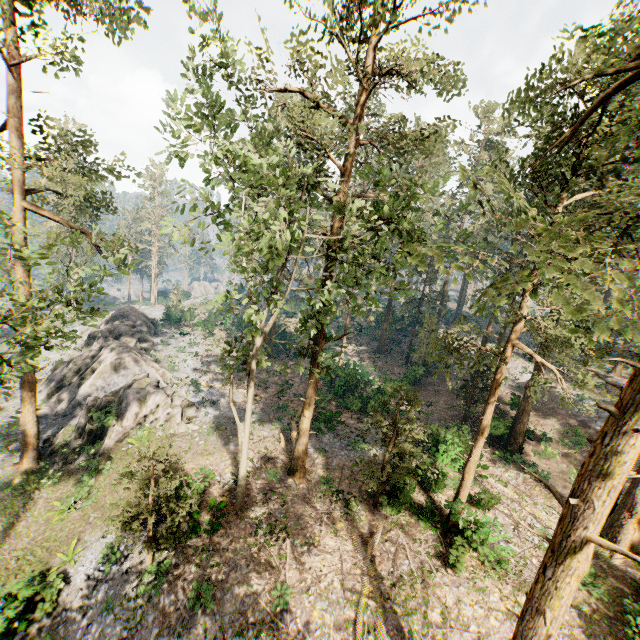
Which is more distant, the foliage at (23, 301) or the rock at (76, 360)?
the rock at (76, 360)

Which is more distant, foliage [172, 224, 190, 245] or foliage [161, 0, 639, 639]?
→ foliage [172, 224, 190, 245]

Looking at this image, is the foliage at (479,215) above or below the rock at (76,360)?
above

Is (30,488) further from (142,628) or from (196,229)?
(196,229)

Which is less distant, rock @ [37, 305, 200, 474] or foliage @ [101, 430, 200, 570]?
foliage @ [101, 430, 200, 570]

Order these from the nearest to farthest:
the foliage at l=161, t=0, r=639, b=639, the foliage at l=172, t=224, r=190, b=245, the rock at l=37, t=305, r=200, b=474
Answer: the foliage at l=161, t=0, r=639, b=639 < the foliage at l=172, t=224, r=190, b=245 < the rock at l=37, t=305, r=200, b=474
